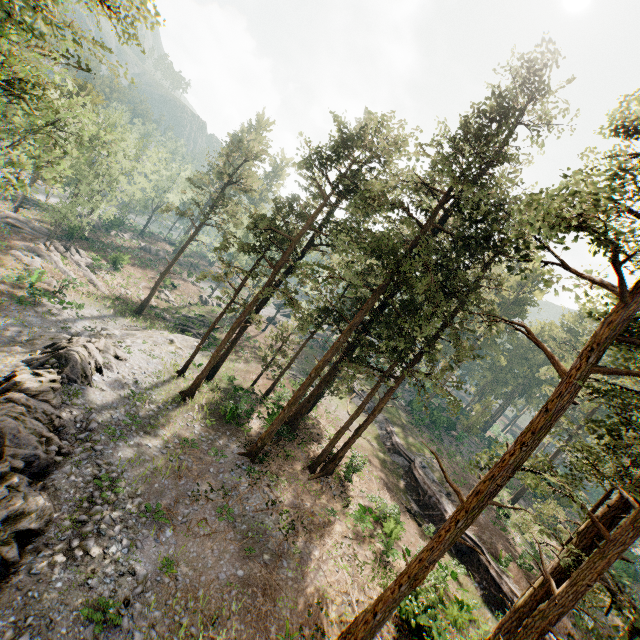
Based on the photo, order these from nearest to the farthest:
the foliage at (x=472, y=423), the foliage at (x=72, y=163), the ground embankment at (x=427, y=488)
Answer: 1. the foliage at (x=72, y=163)
2. the ground embankment at (x=427, y=488)
3. the foliage at (x=472, y=423)

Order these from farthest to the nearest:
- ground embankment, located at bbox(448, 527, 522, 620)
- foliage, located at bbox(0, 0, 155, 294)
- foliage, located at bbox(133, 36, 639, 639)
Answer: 1. ground embankment, located at bbox(448, 527, 522, 620)
2. foliage, located at bbox(0, 0, 155, 294)
3. foliage, located at bbox(133, 36, 639, 639)

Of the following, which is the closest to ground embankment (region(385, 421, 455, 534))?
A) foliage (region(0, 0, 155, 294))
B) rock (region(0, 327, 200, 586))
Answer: foliage (region(0, 0, 155, 294))

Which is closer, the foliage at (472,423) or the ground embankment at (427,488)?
the ground embankment at (427,488)

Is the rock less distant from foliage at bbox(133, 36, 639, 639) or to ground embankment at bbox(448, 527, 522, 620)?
foliage at bbox(133, 36, 639, 639)

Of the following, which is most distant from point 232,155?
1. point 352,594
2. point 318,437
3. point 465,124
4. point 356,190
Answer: point 352,594

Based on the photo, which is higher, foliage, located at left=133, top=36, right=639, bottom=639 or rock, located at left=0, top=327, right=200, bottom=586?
foliage, located at left=133, top=36, right=639, bottom=639
